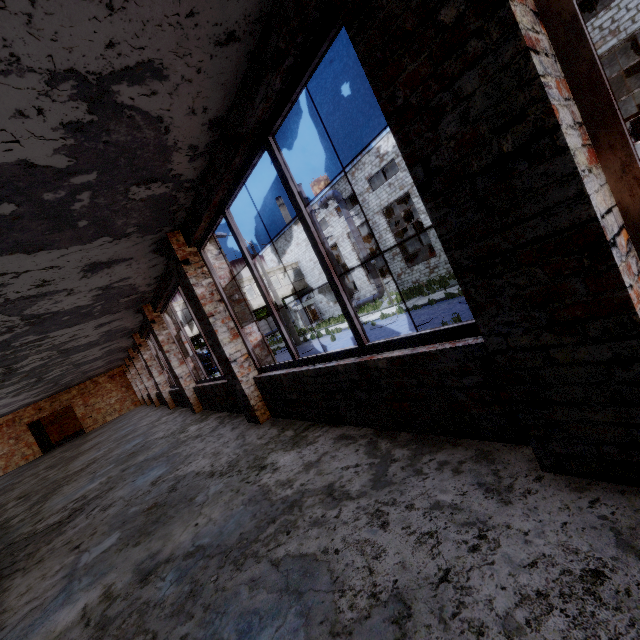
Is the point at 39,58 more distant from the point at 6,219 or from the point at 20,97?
the point at 6,219

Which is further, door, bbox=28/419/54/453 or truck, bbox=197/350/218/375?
truck, bbox=197/350/218/375

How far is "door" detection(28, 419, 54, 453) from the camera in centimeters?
2067cm

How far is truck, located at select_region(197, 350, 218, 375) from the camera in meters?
37.3

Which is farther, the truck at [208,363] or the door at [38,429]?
the truck at [208,363]

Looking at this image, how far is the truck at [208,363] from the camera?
37.3m
